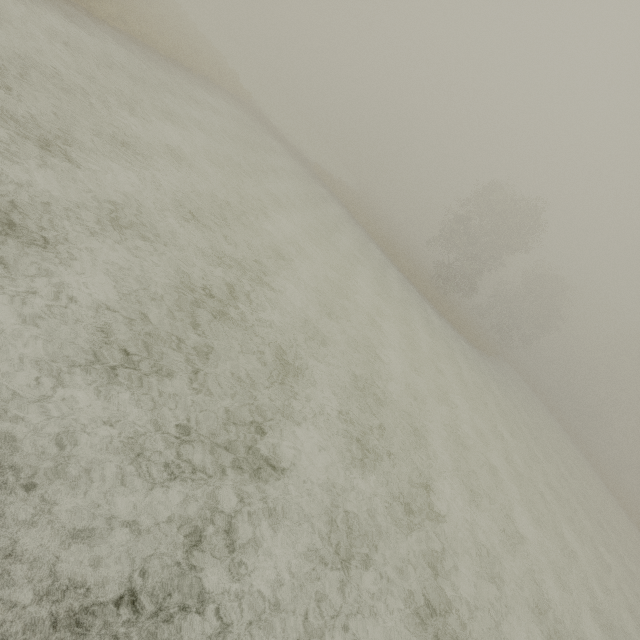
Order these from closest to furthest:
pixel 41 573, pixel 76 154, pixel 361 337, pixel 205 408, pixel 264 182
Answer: pixel 41 573 < pixel 205 408 < pixel 76 154 < pixel 361 337 < pixel 264 182
